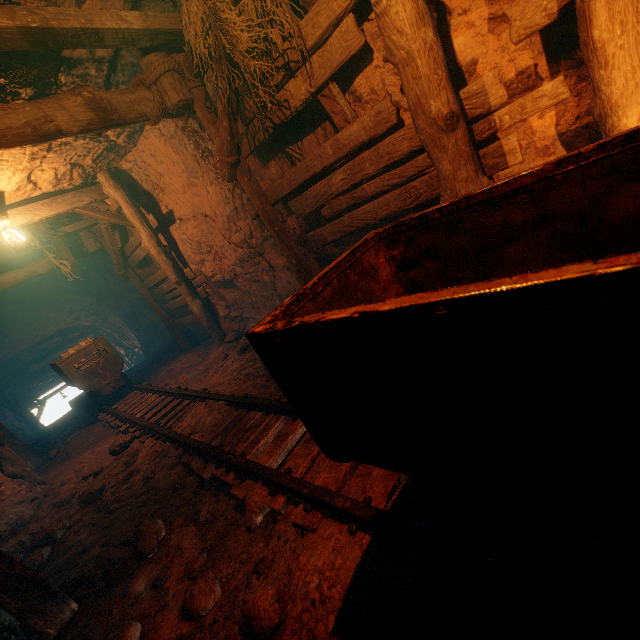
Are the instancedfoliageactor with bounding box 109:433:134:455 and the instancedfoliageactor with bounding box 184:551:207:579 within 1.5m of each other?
no

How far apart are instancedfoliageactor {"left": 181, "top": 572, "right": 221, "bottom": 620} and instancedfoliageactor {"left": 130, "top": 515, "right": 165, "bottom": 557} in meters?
0.9

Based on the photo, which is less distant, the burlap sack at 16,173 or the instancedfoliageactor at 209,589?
the instancedfoliageactor at 209,589

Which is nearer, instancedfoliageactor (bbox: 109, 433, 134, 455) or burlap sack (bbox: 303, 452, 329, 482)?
burlap sack (bbox: 303, 452, 329, 482)

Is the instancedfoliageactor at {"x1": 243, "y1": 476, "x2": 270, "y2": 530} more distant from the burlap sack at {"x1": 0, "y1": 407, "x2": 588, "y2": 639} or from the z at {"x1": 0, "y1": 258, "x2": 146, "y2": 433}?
the z at {"x1": 0, "y1": 258, "x2": 146, "y2": 433}

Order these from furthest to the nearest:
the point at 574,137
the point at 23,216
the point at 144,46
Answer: the point at 23,216
the point at 144,46
the point at 574,137

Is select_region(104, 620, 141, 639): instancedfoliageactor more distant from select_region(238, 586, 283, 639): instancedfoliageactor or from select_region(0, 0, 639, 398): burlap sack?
select_region(238, 586, 283, 639): instancedfoliageactor

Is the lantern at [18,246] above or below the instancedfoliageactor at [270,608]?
above
